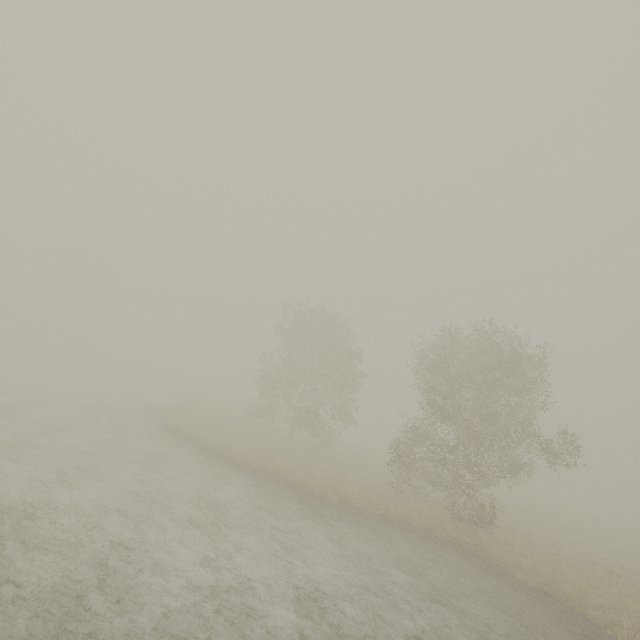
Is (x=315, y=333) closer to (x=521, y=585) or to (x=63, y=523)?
(x=521, y=585)
